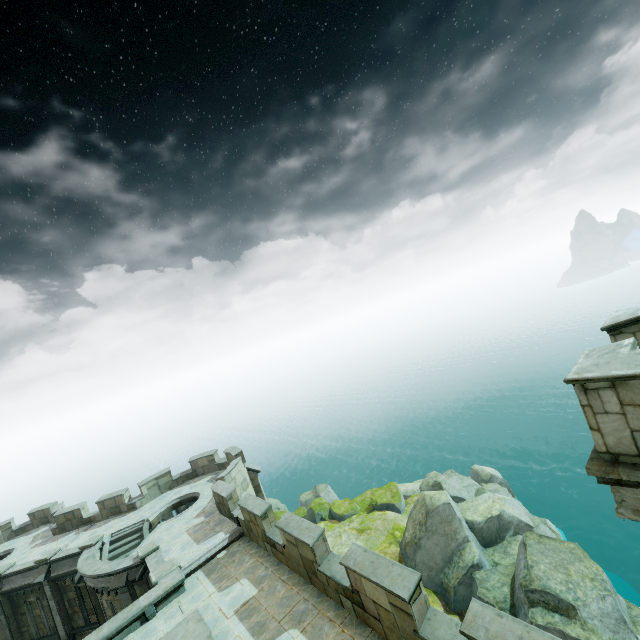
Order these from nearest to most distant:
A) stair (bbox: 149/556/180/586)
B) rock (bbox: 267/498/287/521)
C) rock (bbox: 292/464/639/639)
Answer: stair (bbox: 149/556/180/586), rock (bbox: 292/464/639/639), rock (bbox: 267/498/287/521)

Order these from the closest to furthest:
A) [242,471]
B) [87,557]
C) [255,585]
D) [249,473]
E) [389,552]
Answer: [255,585], [87,557], [242,471], [249,473], [389,552]

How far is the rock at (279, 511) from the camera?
32.3 meters

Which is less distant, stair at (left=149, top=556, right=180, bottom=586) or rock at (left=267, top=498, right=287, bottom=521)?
stair at (left=149, top=556, right=180, bottom=586)

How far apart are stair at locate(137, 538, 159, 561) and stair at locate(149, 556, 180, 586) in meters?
2.0

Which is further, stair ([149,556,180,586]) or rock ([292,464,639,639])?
rock ([292,464,639,639])

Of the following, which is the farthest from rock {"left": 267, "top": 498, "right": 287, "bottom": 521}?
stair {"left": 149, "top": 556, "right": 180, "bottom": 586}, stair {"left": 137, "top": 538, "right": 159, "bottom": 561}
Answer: stair {"left": 149, "top": 556, "right": 180, "bottom": 586}

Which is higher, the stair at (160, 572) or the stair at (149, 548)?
the stair at (149, 548)
